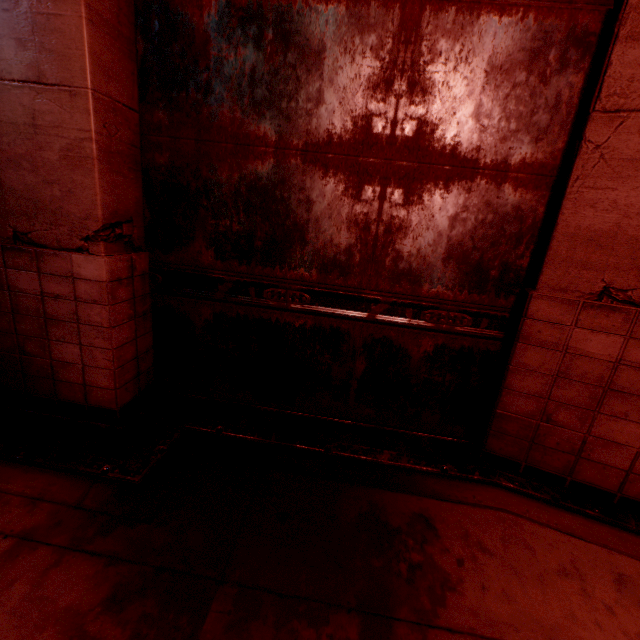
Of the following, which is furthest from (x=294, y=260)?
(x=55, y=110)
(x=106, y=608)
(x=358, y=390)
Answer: (x=106, y=608)
